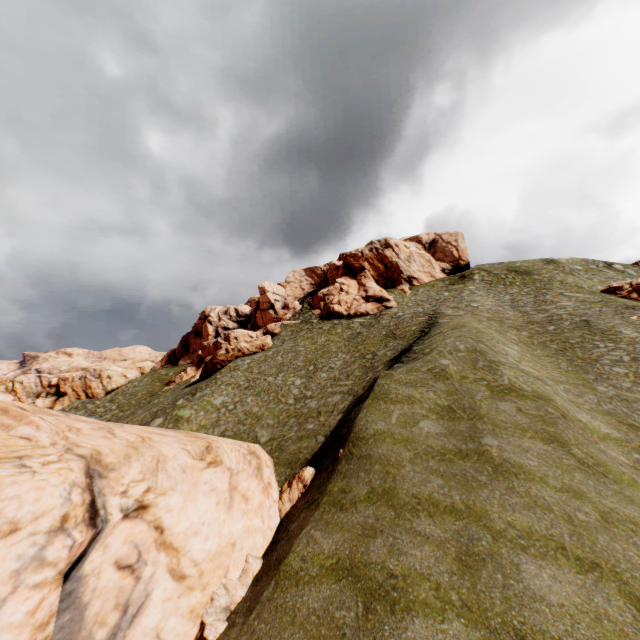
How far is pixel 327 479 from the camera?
14.59m

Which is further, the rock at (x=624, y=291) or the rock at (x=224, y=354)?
the rock at (x=224, y=354)

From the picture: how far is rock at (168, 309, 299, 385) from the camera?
45.35m

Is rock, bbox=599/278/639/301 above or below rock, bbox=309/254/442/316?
below

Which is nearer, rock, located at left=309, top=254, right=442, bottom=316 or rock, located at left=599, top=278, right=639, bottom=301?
rock, located at left=599, top=278, right=639, bottom=301

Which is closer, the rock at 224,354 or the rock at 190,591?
the rock at 190,591

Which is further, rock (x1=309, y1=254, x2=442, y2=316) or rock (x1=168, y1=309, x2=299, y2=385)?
rock (x1=309, y1=254, x2=442, y2=316)

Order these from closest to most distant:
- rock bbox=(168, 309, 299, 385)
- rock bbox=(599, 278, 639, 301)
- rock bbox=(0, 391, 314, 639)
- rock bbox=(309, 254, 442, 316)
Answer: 1. rock bbox=(0, 391, 314, 639)
2. rock bbox=(599, 278, 639, 301)
3. rock bbox=(168, 309, 299, 385)
4. rock bbox=(309, 254, 442, 316)
